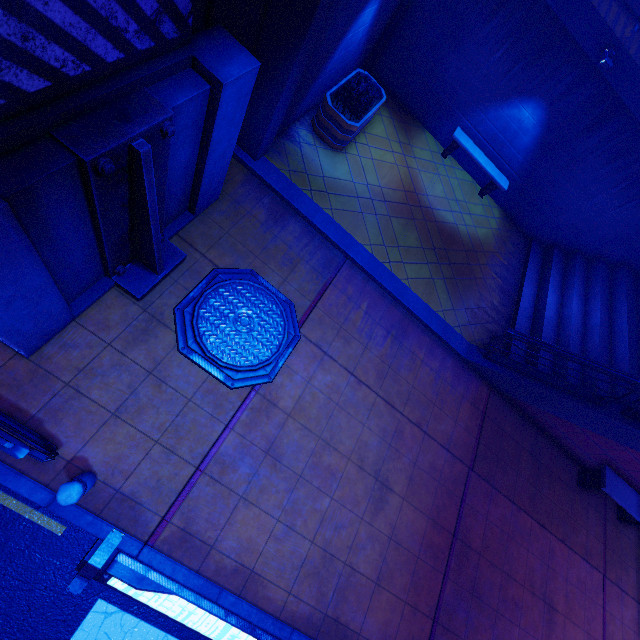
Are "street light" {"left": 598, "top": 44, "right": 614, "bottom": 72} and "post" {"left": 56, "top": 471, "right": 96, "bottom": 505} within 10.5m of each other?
no

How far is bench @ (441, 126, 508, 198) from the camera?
9.9 meters

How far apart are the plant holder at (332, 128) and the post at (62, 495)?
7.95m

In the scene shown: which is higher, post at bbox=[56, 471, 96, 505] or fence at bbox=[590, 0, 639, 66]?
fence at bbox=[590, 0, 639, 66]

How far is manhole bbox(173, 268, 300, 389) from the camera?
5.2 meters

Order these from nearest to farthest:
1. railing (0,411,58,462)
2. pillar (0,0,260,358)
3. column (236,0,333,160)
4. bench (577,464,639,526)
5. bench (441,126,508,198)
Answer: pillar (0,0,260,358) < railing (0,411,58,462) < column (236,0,333,160) < bench (577,464,639,526) < bench (441,126,508,198)

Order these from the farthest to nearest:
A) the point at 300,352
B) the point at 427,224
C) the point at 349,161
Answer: the point at 427,224
the point at 349,161
the point at 300,352

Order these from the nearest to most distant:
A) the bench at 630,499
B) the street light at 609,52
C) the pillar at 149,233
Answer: the pillar at 149,233
the street light at 609,52
the bench at 630,499
